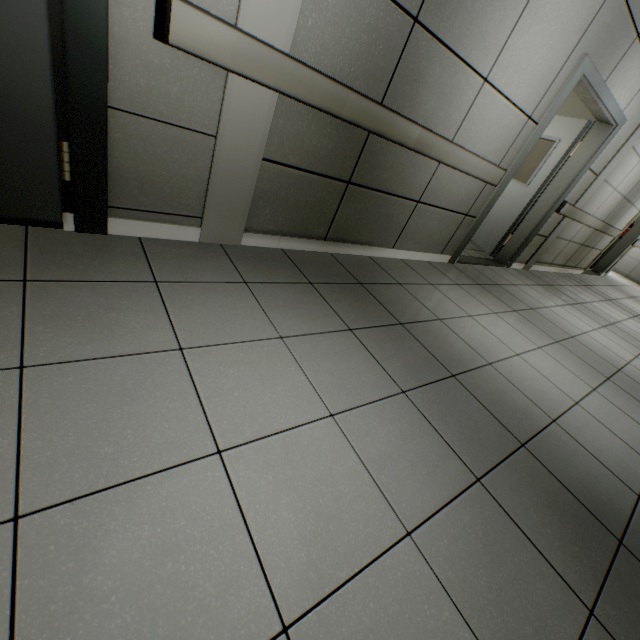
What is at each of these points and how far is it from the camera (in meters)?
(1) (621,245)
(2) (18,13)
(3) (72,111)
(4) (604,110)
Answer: (1) door, 8.38
(2) door, 1.19
(3) doorway, 1.42
(4) door, 3.66

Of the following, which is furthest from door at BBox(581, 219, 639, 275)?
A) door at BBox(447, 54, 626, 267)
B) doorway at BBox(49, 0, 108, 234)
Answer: doorway at BBox(49, 0, 108, 234)

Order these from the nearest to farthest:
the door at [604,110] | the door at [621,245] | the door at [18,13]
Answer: the door at [18,13] < the door at [604,110] < the door at [621,245]

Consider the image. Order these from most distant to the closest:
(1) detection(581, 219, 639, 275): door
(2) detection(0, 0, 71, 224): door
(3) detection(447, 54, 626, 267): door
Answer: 1. (1) detection(581, 219, 639, 275): door
2. (3) detection(447, 54, 626, 267): door
3. (2) detection(0, 0, 71, 224): door

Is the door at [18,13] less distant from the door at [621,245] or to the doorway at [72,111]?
the doorway at [72,111]

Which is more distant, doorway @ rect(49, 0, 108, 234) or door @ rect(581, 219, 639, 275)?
door @ rect(581, 219, 639, 275)

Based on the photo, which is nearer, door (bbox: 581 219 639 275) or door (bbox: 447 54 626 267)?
door (bbox: 447 54 626 267)

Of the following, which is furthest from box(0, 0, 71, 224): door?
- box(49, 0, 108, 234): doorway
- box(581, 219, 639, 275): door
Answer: box(581, 219, 639, 275): door
